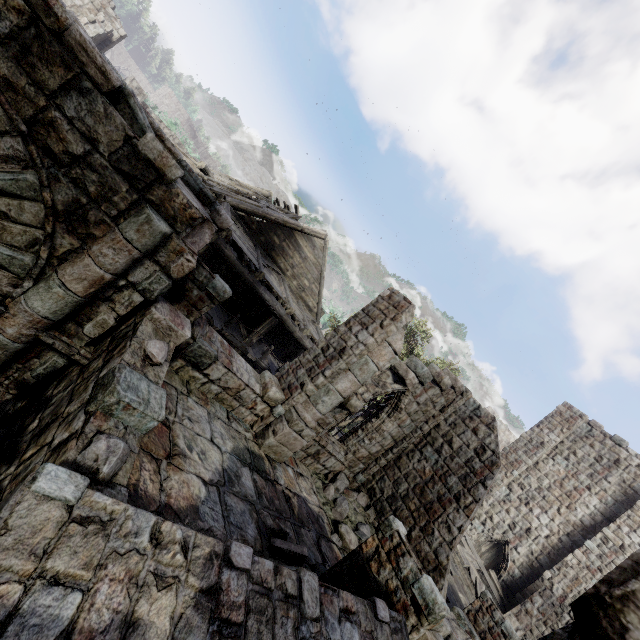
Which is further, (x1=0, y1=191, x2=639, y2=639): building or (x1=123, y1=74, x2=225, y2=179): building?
(x1=123, y1=74, x2=225, y2=179): building

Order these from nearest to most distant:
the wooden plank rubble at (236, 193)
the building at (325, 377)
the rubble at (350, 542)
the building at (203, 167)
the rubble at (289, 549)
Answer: the building at (325, 377) < the rubble at (289, 549) < the rubble at (350, 542) < the wooden plank rubble at (236, 193) < the building at (203, 167)

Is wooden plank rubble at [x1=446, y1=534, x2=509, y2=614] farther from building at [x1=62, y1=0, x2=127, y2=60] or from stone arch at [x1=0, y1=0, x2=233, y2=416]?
stone arch at [x1=0, y1=0, x2=233, y2=416]

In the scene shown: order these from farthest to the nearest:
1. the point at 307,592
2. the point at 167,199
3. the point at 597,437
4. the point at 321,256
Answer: the point at 597,437 < the point at 321,256 < the point at 167,199 < the point at 307,592

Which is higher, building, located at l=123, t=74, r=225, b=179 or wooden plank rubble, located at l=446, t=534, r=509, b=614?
building, located at l=123, t=74, r=225, b=179

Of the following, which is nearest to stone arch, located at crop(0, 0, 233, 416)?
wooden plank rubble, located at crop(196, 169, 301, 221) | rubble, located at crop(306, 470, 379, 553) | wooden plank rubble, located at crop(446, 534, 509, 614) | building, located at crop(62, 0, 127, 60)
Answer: building, located at crop(62, 0, 127, 60)

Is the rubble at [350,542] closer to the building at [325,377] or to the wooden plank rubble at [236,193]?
the building at [325,377]

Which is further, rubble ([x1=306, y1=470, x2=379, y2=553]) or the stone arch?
rubble ([x1=306, y1=470, x2=379, y2=553])
